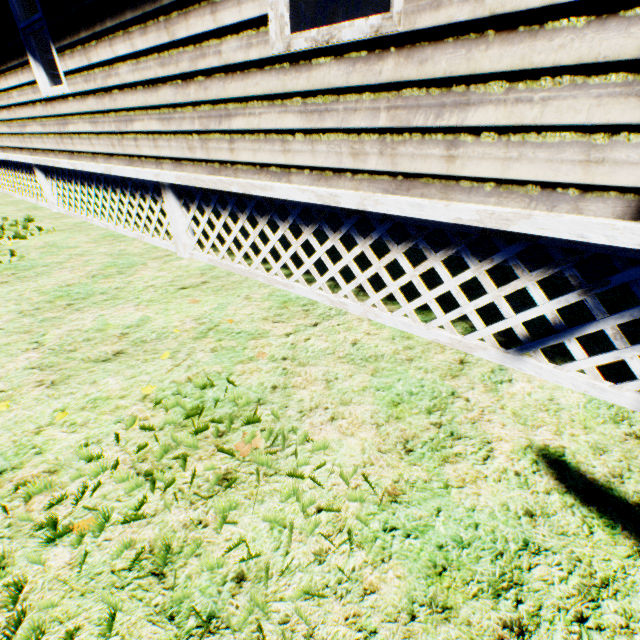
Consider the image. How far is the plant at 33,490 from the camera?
1.5m

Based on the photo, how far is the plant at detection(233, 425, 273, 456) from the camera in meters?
1.7 m

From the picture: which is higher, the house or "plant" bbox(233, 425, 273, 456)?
the house

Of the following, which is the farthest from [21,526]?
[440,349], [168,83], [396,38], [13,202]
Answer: [13,202]

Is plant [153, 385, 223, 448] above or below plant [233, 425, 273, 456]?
above
